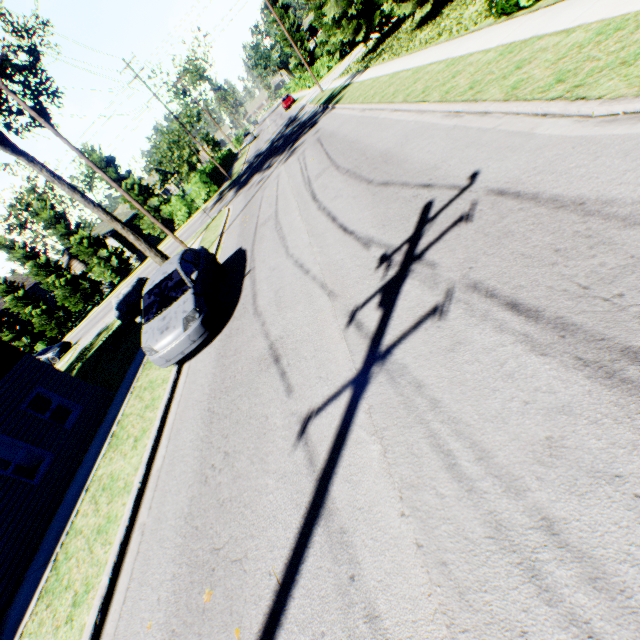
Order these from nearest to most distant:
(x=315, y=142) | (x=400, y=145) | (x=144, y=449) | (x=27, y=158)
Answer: (x=144, y=449), (x=400, y=145), (x=27, y=158), (x=315, y=142)

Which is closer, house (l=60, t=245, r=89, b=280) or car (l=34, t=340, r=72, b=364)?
car (l=34, t=340, r=72, b=364)

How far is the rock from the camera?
18.1 meters

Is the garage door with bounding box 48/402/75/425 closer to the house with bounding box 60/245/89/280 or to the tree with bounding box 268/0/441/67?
the tree with bounding box 268/0/441/67

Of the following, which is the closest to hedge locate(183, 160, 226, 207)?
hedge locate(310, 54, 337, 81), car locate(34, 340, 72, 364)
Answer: car locate(34, 340, 72, 364)

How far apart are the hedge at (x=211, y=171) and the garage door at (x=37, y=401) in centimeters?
2543cm

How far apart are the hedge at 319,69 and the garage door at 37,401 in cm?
4851

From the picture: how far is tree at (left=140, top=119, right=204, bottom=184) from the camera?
39.0 meters
